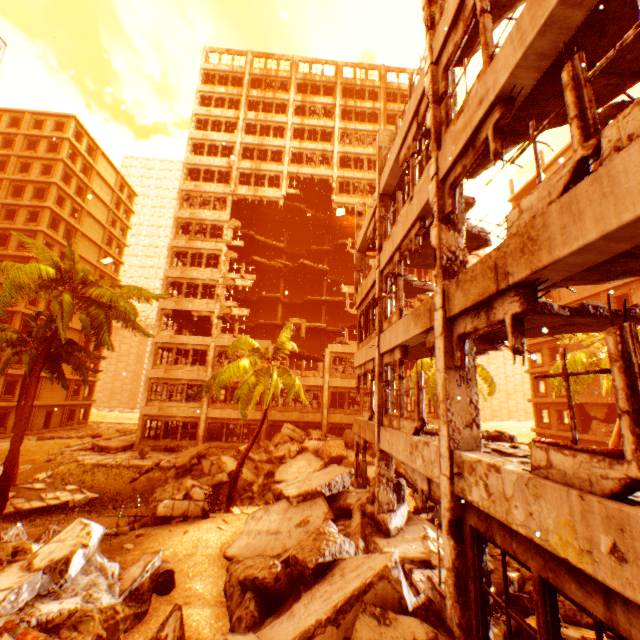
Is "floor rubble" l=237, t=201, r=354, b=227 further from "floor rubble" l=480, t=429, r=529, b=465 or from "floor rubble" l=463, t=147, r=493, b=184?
"floor rubble" l=463, t=147, r=493, b=184

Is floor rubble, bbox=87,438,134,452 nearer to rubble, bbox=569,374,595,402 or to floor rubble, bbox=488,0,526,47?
rubble, bbox=569,374,595,402

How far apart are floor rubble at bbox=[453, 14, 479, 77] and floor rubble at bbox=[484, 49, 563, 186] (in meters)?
2.48

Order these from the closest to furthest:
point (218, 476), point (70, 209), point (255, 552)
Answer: point (255, 552) < point (218, 476) < point (70, 209)

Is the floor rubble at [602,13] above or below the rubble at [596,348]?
above

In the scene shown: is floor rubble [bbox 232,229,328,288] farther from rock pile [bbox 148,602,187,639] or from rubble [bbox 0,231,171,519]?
rock pile [bbox 148,602,187,639]

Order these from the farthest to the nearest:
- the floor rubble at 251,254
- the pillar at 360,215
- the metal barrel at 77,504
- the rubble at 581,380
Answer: the floor rubble at 251,254
the rubble at 581,380
the pillar at 360,215
the metal barrel at 77,504

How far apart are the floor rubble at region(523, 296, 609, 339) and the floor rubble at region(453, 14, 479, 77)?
5.59m
